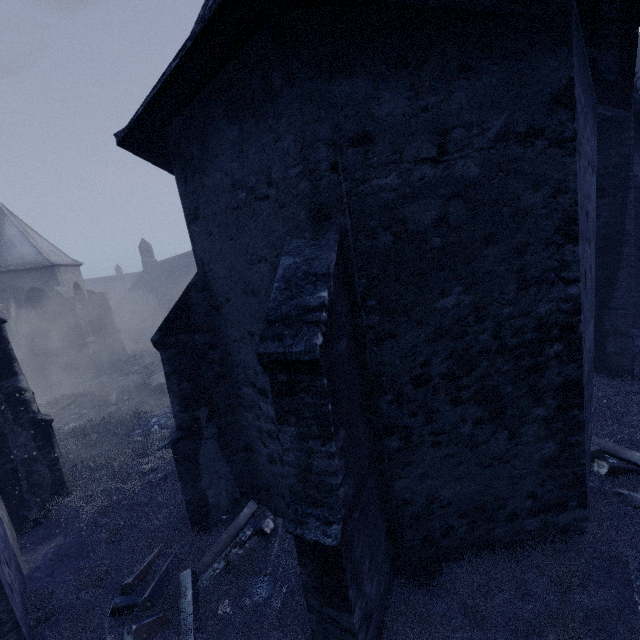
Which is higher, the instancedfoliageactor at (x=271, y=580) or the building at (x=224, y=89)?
the building at (x=224, y=89)

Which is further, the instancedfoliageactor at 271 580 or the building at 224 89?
the instancedfoliageactor at 271 580

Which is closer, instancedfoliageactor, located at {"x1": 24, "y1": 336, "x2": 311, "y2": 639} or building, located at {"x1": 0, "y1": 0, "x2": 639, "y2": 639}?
building, located at {"x1": 0, "y1": 0, "x2": 639, "y2": 639}

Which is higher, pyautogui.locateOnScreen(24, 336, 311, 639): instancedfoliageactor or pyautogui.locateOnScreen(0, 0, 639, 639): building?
pyautogui.locateOnScreen(0, 0, 639, 639): building

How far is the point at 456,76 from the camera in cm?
355
